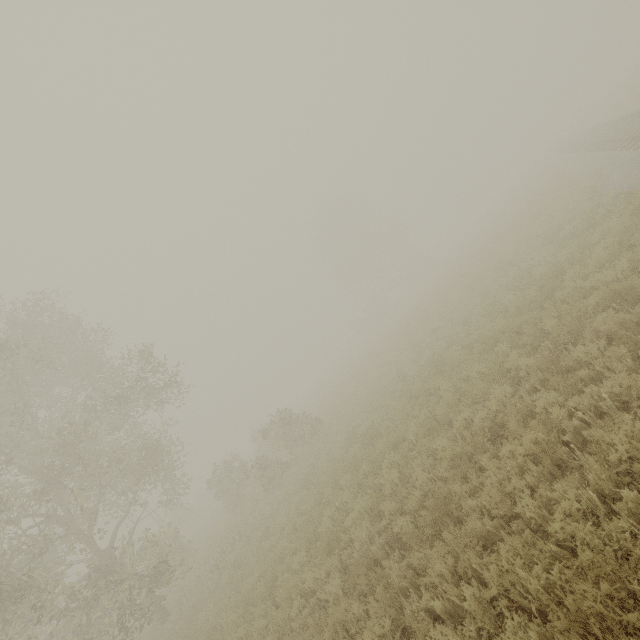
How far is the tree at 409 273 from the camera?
45.3m

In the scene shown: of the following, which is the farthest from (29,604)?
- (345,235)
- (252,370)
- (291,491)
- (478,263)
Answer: (252,370)

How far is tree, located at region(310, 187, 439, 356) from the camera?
45.28m

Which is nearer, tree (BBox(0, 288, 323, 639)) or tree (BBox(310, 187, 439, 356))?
tree (BBox(0, 288, 323, 639))

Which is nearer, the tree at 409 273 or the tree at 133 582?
the tree at 133 582
